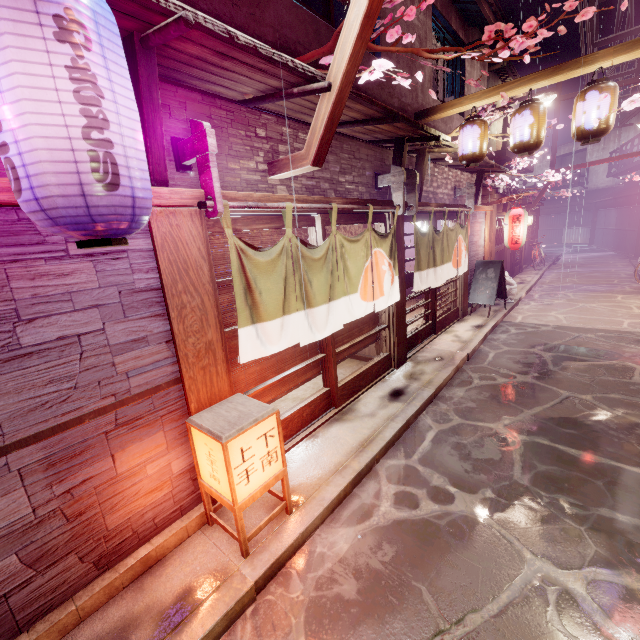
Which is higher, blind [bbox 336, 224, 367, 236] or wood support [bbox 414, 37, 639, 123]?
wood support [bbox 414, 37, 639, 123]

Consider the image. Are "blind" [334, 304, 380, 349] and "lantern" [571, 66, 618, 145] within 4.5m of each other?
no

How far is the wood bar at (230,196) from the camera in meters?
5.4 m

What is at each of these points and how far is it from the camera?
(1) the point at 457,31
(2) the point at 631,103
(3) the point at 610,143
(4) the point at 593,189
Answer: (1) house, 13.07m
(2) plant, 4.41m
(3) house, 44.94m
(4) house, 47.94m

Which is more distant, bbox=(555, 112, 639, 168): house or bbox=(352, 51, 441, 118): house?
bbox=(555, 112, 639, 168): house

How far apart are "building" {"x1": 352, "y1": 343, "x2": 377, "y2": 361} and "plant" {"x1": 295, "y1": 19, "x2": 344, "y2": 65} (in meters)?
7.53

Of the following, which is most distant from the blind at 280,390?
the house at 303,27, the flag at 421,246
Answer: the flag at 421,246

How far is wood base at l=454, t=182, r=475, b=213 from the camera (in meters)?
14.38
